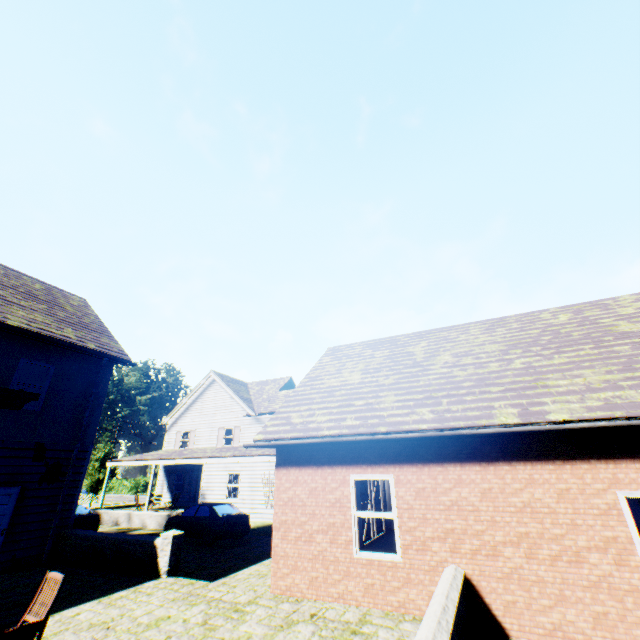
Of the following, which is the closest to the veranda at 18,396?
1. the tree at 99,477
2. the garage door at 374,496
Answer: the garage door at 374,496

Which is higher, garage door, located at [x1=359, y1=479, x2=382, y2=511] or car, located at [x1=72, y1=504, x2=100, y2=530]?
garage door, located at [x1=359, y1=479, x2=382, y2=511]

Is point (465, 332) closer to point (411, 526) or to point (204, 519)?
point (411, 526)

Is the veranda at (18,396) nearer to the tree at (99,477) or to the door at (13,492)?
the door at (13,492)

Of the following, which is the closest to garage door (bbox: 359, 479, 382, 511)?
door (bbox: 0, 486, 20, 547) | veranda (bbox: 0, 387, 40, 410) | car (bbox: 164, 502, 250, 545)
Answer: car (bbox: 164, 502, 250, 545)

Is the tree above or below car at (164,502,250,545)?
above

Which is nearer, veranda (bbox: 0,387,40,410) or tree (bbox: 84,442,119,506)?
veranda (bbox: 0,387,40,410)

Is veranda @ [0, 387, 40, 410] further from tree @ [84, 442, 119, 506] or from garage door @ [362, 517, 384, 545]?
tree @ [84, 442, 119, 506]
